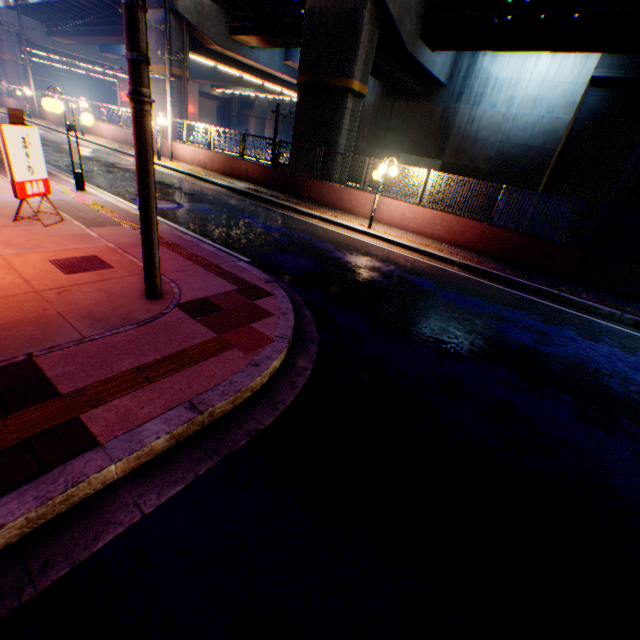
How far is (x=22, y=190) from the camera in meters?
5.8

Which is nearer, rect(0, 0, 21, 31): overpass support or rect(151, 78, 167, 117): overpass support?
rect(151, 78, 167, 117): overpass support

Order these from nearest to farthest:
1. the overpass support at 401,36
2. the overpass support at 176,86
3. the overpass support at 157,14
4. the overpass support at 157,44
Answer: the overpass support at 401,36 → the overpass support at 157,14 → the overpass support at 157,44 → the overpass support at 176,86

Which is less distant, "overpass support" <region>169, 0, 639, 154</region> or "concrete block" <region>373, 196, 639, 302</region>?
"concrete block" <region>373, 196, 639, 302</region>

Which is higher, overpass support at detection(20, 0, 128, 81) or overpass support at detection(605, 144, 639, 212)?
overpass support at detection(20, 0, 128, 81)

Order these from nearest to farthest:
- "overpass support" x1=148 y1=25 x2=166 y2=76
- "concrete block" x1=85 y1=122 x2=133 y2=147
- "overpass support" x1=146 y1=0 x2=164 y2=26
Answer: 1. "overpass support" x1=146 y1=0 x2=164 y2=26
2. "overpass support" x1=148 y1=25 x2=166 y2=76
3. "concrete block" x1=85 y1=122 x2=133 y2=147

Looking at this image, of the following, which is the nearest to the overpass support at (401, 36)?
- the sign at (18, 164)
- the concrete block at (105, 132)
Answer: the concrete block at (105, 132)
